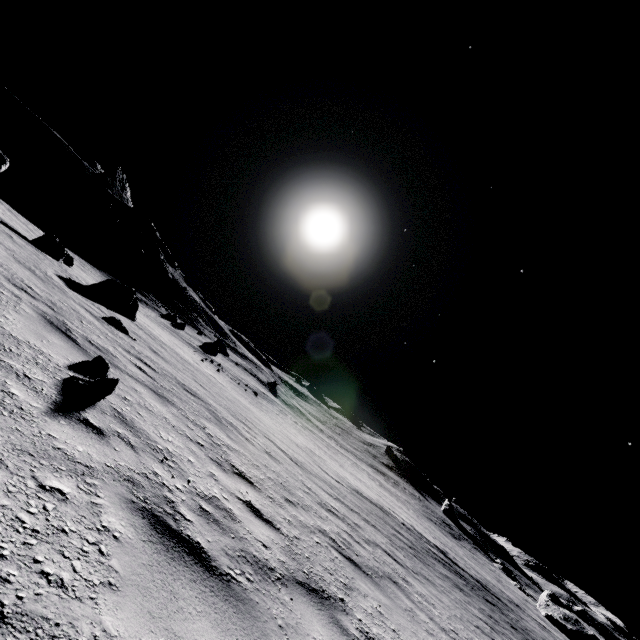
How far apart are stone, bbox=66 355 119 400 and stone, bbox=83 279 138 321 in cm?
1072

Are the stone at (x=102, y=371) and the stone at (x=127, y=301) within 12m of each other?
yes

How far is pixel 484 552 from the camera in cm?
5359

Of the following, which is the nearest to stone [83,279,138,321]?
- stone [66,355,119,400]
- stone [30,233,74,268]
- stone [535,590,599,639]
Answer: stone [30,233,74,268]

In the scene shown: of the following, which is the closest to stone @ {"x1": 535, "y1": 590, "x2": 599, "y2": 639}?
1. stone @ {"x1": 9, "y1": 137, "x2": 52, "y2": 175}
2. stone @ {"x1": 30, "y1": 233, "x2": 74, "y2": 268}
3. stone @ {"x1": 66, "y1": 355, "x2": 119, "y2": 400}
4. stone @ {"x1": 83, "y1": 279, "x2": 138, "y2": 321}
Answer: stone @ {"x1": 83, "y1": 279, "x2": 138, "y2": 321}

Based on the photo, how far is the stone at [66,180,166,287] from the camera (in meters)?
51.19

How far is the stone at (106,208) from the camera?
51.2m

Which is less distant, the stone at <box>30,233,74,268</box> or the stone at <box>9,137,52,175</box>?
the stone at <box>30,233,74,268</box>
